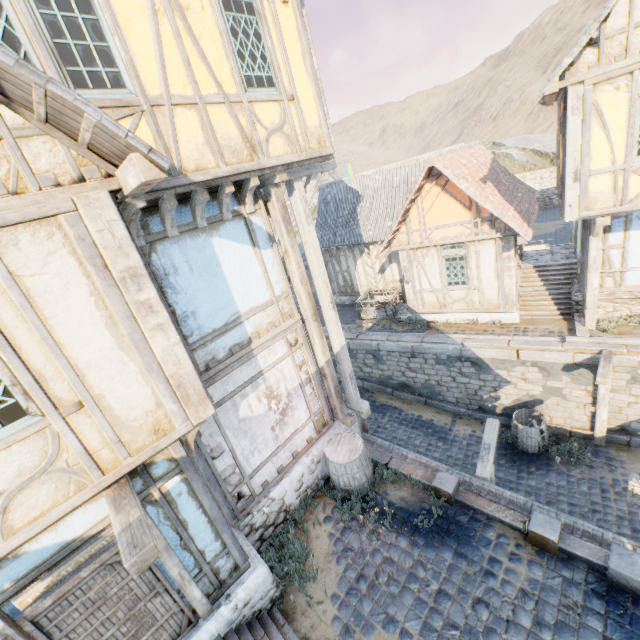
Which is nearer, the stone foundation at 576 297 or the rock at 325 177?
the stone foundation at 576 297

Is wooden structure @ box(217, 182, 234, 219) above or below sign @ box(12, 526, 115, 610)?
above

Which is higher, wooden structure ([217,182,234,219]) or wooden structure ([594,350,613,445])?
wooden structure ([217,182,234,219])

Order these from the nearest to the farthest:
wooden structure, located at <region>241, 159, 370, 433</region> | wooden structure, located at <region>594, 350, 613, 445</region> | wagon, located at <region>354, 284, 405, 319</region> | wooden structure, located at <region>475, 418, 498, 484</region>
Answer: wooden structure, located at <region>241, 159, 370, 433</region>, wooden structure, located at <region>475, 418, 498, 484</region>, wooden structure, located at <region>594, 350, 613, 445</region>, wagon, located at <region>354, 284, 405, 319</region>

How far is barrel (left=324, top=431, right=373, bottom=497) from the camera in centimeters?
683cm

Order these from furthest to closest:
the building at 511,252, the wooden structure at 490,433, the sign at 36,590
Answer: the building at 511,252 → the wooden structure at 490,433 → the sign at 36,590

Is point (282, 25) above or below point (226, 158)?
above

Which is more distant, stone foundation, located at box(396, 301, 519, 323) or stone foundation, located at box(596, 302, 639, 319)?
stone foundation, located at box(396, 301, 519, 323)
